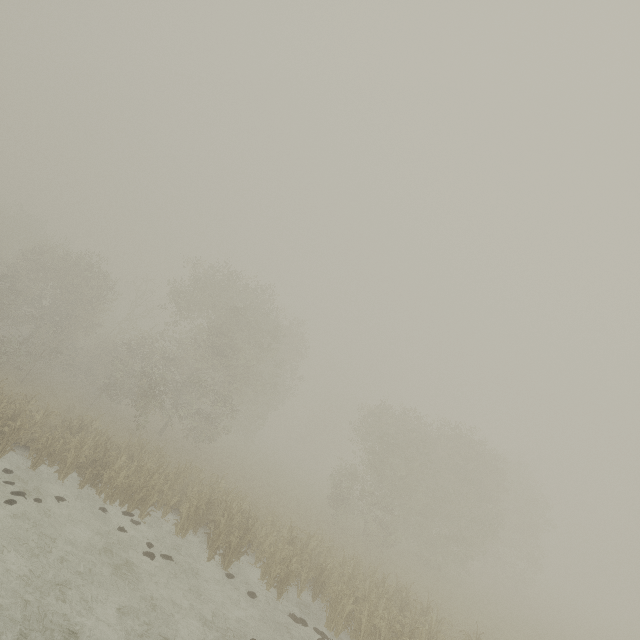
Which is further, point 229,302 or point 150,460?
point 229,302
